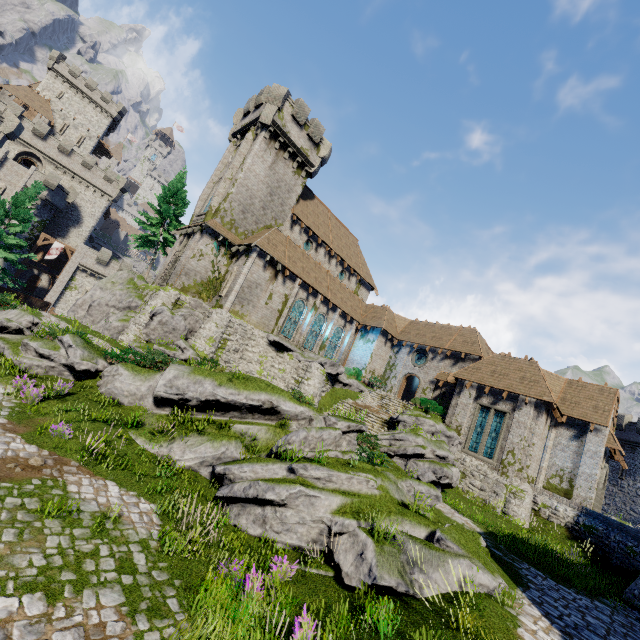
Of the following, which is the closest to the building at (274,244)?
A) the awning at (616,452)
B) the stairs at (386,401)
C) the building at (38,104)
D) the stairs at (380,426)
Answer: the awning at (616,452)

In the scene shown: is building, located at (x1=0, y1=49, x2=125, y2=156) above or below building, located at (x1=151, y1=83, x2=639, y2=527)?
above

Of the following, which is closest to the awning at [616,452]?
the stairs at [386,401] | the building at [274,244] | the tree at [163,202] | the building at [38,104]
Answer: the building at [274,244]

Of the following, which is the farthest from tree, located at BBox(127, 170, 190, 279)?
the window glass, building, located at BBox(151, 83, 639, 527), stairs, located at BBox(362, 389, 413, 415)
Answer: stairs, located at BBox(362, 389, 413, 415)

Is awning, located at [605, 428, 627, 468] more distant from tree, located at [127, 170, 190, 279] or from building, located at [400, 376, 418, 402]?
tree, located at [127, 170, 190, 279]

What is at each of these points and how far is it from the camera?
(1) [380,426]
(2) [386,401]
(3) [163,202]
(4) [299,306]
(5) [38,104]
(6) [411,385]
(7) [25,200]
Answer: (1) stairs, 22.8m
(2) stairs, 27.8m
(3) tree, 32.6m
(4) window glass, 29.4m
(5) building, 51.4m
(6) building, 37.5m
(7) tree, 25.5m

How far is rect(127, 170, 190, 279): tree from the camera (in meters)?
32.22

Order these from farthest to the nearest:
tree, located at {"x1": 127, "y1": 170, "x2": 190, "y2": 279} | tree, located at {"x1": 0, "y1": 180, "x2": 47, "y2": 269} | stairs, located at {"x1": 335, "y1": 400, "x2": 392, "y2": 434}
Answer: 1. tree, located at {"x1": 127, "y1": 170, "x2": 190, "y2": 279}
2. tree, located at {"x1": 0, "y1": 180, "x2": 47, "y2": 269}
3. stairs, located at {"x1": 335, "y1": 400, "x2": 392, "y2": 434}
